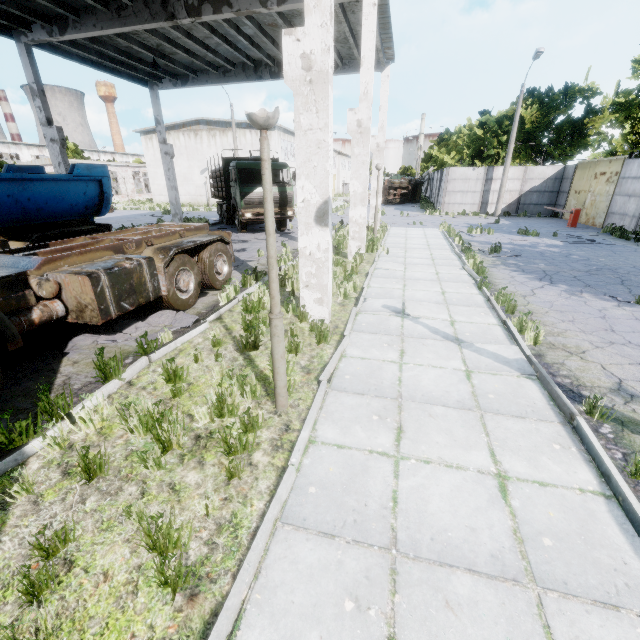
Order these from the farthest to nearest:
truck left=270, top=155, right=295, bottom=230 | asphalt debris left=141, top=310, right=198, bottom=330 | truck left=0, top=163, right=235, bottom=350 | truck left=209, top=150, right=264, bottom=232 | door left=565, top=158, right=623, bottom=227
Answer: door left=565, top=158, right=623, bottom=227, truck left=270, top=155, right=295, bottom=230, truck left=209, top=150, right=264, bottom=232, asphalt debris left=141, top=310, right=198, bottom=330, truck left=0, top=163, right=235, bottom=350

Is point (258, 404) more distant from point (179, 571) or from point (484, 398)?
point (484, 398)

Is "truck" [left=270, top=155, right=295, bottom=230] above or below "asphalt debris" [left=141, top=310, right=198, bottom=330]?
above

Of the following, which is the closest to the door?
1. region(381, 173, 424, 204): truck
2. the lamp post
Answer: region(381, 173, 424, 204): truck

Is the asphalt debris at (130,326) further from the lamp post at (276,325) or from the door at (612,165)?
the door at (612,165)

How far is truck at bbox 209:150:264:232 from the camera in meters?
16.2

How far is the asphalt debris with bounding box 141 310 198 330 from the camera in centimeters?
655cm

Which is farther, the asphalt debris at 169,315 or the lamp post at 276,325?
the asphalt debris at 169,315
